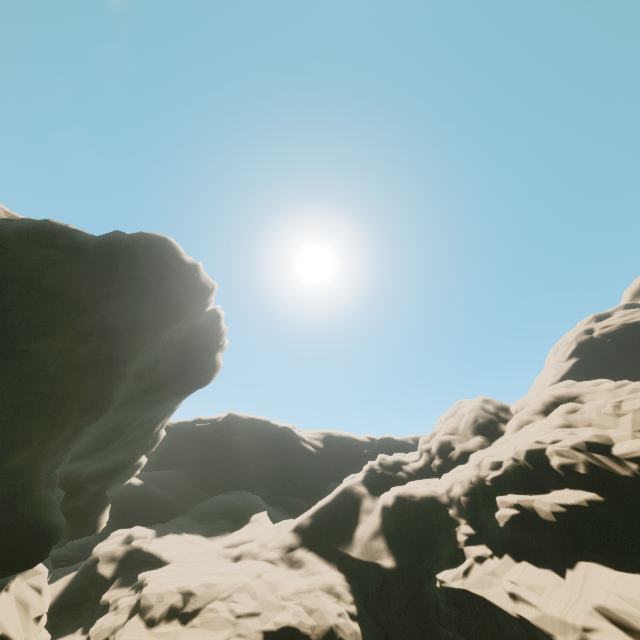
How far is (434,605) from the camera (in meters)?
19.12
